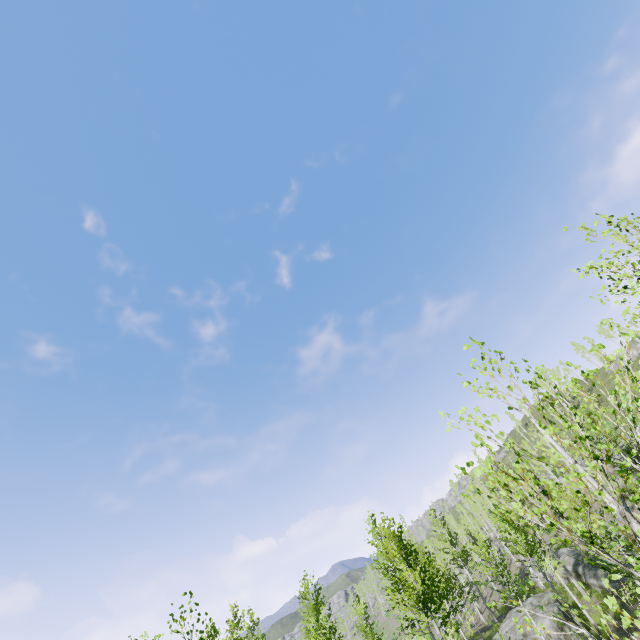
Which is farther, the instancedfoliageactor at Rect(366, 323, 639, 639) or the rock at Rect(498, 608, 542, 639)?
the rock at Rect(498, 608, 542, 639)

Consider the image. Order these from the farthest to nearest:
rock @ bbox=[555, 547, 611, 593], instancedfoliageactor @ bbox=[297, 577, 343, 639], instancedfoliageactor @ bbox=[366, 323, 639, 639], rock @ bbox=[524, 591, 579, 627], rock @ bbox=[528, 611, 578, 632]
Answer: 1. rock @ bbox=[555, 547, 611, 593]
2. rock @ bbox=[524, 591, 579, 627]
3. rock @ bbox=[528, 611, 578, 632]
4. instancedfoliageactor @ bbox=[297, 577, 343, 639]
5. instancedfoliageactor @ bbox=[366, 323, 639, 639]

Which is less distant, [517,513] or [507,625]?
[517,513]

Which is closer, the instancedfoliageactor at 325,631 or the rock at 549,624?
the instancedfoliageactor at 325,631

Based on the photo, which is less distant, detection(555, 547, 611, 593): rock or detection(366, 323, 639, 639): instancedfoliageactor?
detection(366, 323, 639, 639): instancedfoliageactor

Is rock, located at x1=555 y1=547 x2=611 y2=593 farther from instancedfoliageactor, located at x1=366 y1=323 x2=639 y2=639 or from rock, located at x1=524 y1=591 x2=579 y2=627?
rock, located at x1=524 y1=591 x2=579 y2=627

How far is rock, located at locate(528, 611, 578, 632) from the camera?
22.91m

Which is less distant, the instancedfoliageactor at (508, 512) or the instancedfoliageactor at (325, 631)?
the instancedfoliageactor at (508, 512)
